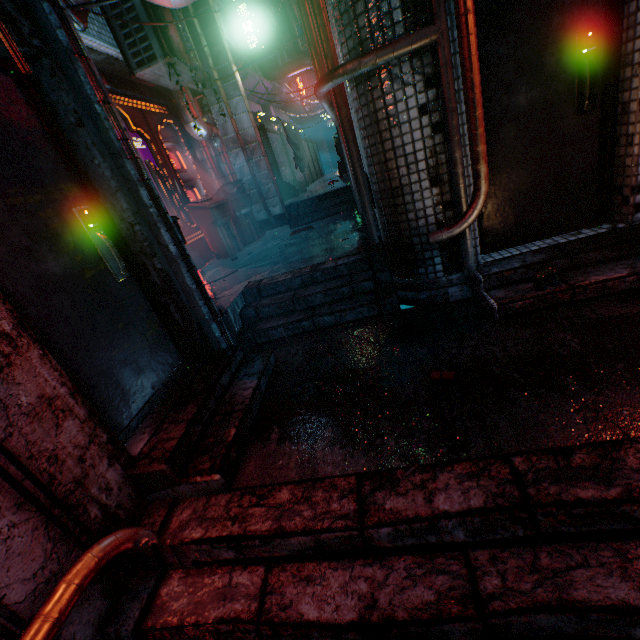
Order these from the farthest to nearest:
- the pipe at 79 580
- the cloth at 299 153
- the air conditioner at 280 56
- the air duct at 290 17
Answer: the air duct at 290 17, the air conditioner at 280 56, the cloth at 299 153, the pipe at 79 580

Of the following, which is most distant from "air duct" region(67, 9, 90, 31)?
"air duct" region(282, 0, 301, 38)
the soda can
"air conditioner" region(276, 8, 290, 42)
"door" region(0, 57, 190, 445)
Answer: "air conditioner" region(276, 8, 290, 42)

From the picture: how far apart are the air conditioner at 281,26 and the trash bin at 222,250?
13.1m

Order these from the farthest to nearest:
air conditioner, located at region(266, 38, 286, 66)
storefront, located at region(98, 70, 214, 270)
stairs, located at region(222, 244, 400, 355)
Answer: air conditioner, located at region(266, 38, 286, 66), storefront, located at region(98, 70, 214, 270), stairs, located at region(222, 244, 400, 355)

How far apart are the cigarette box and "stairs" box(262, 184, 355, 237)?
5.0 meters

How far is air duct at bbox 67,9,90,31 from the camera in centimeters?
347cm

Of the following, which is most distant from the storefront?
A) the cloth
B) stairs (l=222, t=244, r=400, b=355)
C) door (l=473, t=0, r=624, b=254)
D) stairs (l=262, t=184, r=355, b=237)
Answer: door (l=473, t=0, r=624, b=254)

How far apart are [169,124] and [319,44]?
3.0m
